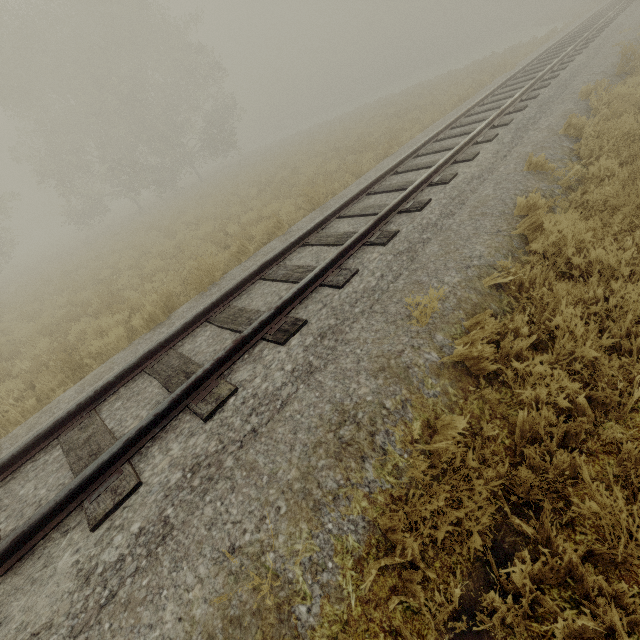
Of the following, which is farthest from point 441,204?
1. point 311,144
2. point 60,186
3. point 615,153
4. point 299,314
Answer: point 60,186
